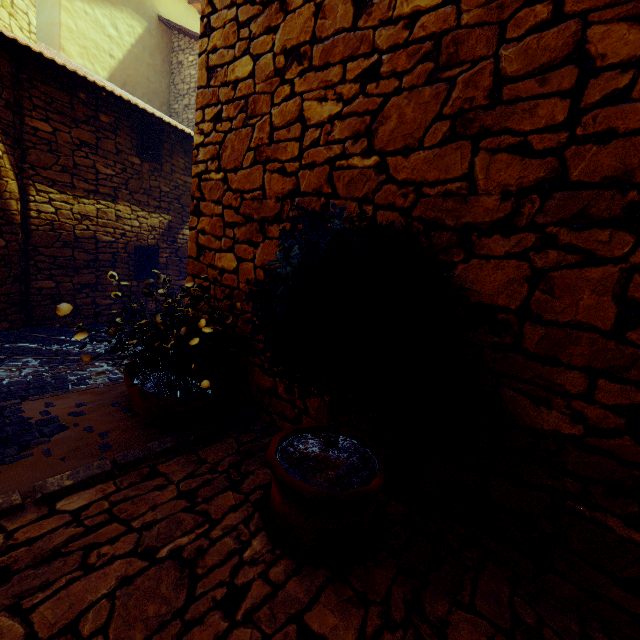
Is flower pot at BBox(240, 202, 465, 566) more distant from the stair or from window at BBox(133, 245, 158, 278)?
window at BBox(133, 245, 158, 278)

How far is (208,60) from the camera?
2.3 meters

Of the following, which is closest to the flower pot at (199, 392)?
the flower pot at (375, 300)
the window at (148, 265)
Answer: the flower pot at (375, 300)

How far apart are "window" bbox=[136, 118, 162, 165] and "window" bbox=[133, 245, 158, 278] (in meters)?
1.76

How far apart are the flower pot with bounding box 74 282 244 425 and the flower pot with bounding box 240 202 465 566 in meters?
0.7 m

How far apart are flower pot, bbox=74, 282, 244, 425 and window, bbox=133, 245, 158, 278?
5.2 meters

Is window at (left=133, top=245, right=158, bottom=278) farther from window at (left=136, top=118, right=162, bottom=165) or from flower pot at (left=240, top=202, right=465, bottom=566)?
flower pot at (left=240, top=202, right=465, bottom=566)

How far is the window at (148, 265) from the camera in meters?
6.9
